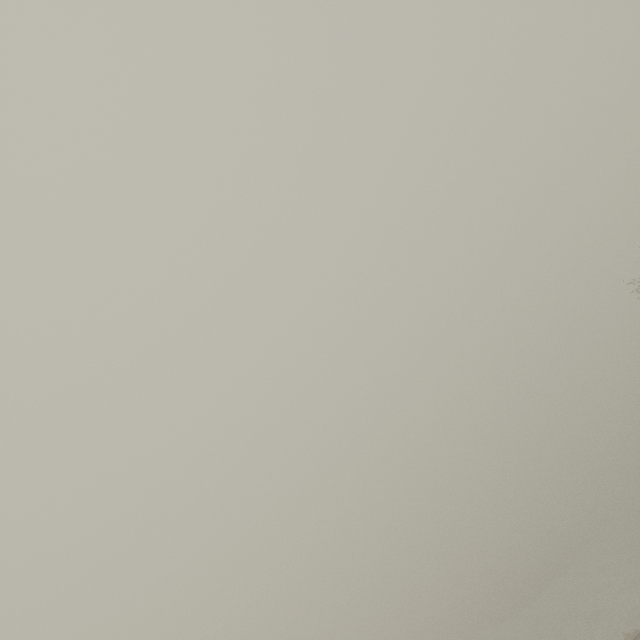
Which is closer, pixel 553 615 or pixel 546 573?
pixel 553 615
